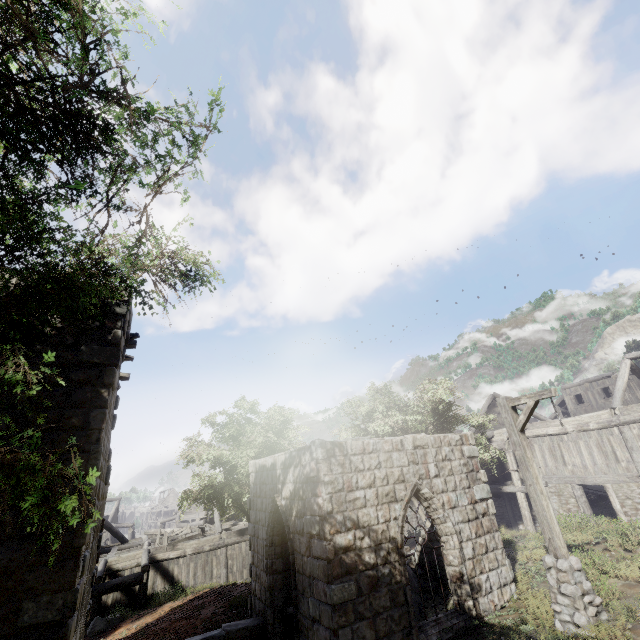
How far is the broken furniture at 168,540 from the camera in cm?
2109

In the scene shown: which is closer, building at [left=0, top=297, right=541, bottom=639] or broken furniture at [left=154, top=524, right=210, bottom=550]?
building at [left=0, top=297, right=541, bottom=639]

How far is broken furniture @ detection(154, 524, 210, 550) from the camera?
21.1m

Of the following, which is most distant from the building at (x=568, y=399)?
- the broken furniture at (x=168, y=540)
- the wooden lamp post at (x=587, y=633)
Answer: the wooden lamp post at (x=587, y=633)

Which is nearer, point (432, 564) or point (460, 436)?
point (460, 436)

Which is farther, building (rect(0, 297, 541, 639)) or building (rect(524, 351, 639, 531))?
building (rect(524, 351, 639, 531))

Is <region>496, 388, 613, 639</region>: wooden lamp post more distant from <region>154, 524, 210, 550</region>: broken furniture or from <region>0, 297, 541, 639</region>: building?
<region>154, 524, 210, 550</region>: broken furniture
